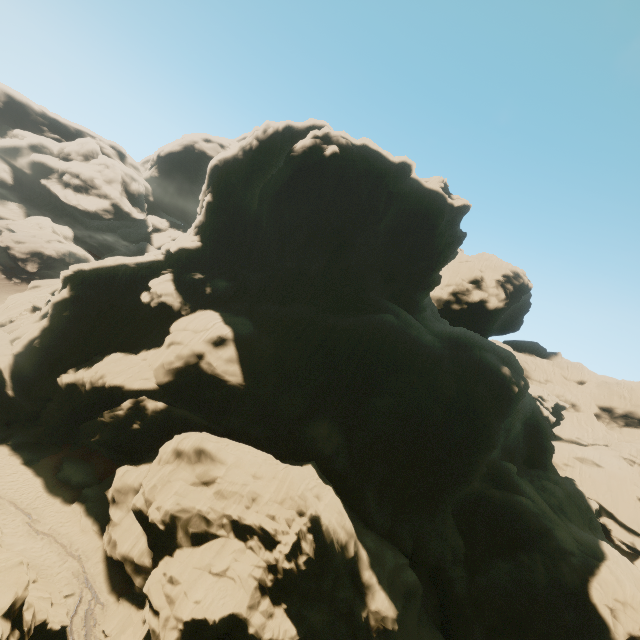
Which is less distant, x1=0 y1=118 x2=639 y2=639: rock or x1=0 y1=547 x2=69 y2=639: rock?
x1=0 y1=547 x2=69 y2=639: rock

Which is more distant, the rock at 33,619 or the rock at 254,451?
the rock at 254,451

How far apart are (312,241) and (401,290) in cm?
1520
